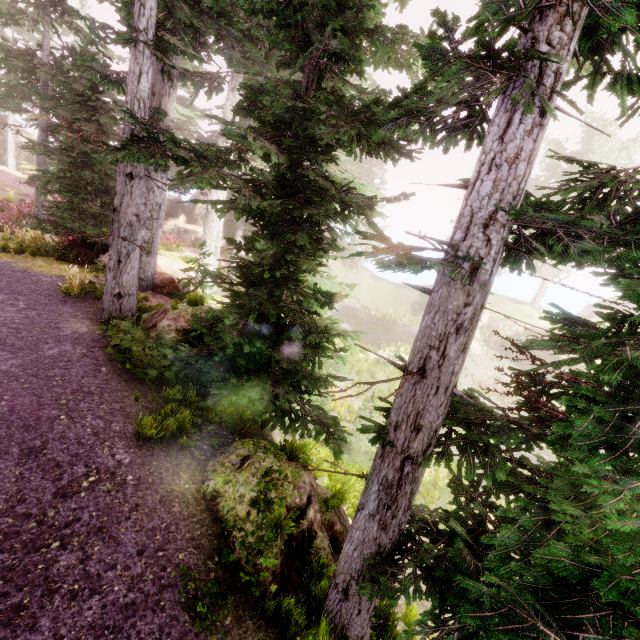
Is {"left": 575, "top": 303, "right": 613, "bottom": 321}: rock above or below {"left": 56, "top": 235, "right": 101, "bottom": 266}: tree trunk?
above

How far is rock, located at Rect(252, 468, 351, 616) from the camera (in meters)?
3.97

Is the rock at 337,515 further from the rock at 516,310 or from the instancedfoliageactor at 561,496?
the rock at 516,310

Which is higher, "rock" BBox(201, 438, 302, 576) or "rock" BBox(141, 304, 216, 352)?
"rock" BBox(141, 304, 216, 352)

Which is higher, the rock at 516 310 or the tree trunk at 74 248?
the rock at 516 310

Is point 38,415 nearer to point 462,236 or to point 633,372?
point 462,236

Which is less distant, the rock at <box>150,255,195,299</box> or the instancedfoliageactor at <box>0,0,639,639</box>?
the instancedfoliageactor at <box>0,0,639,639</box>
